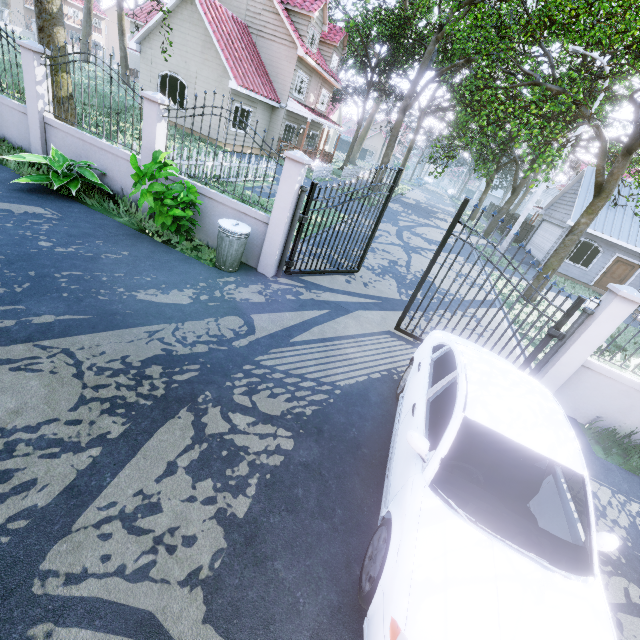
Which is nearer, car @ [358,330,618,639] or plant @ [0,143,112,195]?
car @ [358,330,618,639]

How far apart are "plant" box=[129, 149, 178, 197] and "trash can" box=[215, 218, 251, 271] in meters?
0.6 m

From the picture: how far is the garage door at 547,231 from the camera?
20.8m

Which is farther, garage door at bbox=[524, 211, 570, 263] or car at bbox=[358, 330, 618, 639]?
garage door at bbox=[524, 211, 570, 263]

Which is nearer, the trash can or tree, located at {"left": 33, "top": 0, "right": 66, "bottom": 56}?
the trash can

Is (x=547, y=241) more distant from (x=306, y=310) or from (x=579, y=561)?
(x=579, y=561)

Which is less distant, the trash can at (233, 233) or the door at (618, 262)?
the trash can at (233, 233)

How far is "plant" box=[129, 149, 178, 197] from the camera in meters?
5.7 m
